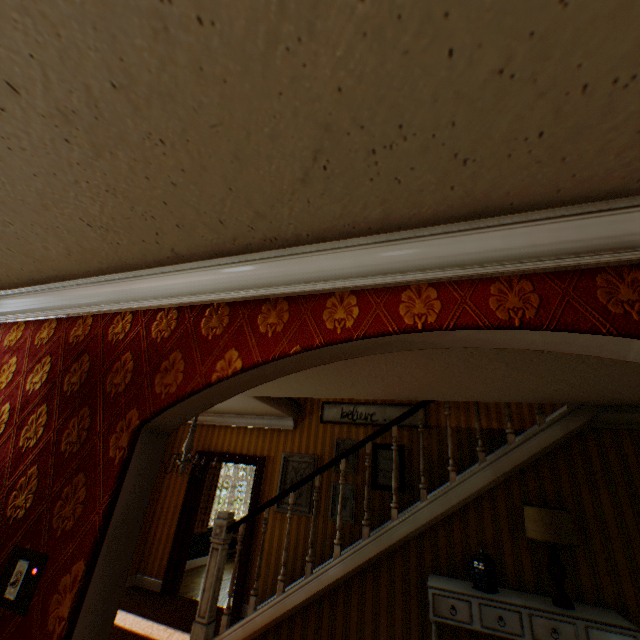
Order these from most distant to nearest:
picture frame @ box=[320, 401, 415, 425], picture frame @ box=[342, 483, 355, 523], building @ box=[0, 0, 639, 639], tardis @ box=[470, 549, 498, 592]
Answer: picture frame @ box=[320, 401, 415, 425] → picture frame @ box=[342, 483, 355, 523] → tardis @ box=[470, 549, 498, 592] → building @ box=[0, 0, 639, 639]

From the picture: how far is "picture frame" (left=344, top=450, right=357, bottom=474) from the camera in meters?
5.7 m

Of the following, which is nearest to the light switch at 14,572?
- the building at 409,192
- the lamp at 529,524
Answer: the building at 409,192

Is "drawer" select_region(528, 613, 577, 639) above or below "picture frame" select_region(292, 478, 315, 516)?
below

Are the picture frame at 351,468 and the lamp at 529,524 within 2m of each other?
no

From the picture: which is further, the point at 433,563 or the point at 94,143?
the point at 433,563

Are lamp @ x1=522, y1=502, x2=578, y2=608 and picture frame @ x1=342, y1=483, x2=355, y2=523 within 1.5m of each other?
no

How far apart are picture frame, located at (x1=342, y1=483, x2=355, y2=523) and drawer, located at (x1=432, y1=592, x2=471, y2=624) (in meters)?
2.56
